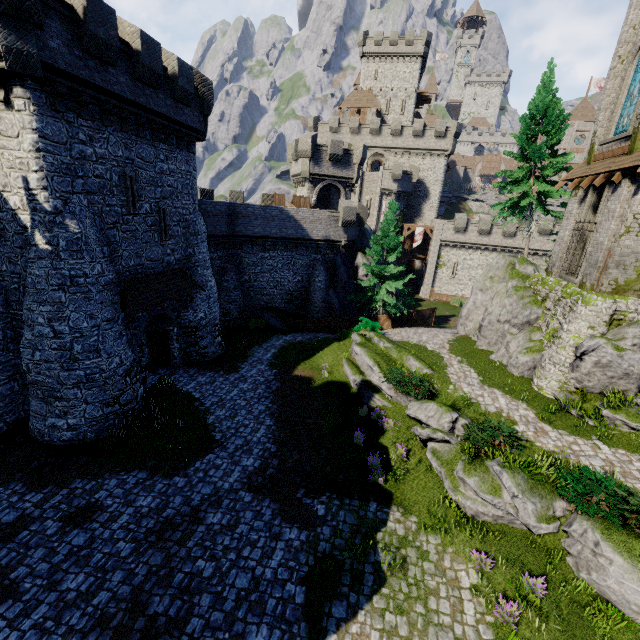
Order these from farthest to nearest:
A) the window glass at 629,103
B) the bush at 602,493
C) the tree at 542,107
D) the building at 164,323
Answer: the tree at 542,107 → the building at 164,323 → the window glass at 629,103 → the bush at 602,493

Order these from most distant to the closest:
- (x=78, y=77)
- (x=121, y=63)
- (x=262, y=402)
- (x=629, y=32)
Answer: (x=262, y=402)
(x=629, y=32)
(x=121, y=63)
(x=78, y=77)

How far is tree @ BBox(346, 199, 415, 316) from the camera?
26.0 meters

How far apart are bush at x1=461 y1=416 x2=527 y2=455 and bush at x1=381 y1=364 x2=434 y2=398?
2.2m

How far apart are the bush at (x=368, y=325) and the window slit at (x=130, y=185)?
14.86m

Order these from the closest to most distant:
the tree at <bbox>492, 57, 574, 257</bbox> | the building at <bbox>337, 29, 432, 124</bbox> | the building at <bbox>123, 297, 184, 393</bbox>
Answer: the building at <bbox>123, 297, 184, 393</bbox> → the tree at <bbox>492, 57, 574, 257</bbox> → the building at <bbox>337, 29, 432, 124</bbox>

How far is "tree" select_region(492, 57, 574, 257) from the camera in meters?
21.6 m

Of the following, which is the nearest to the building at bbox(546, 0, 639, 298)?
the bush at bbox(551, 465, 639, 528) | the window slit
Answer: the bush at bbox(551, 465, 639, 528)
